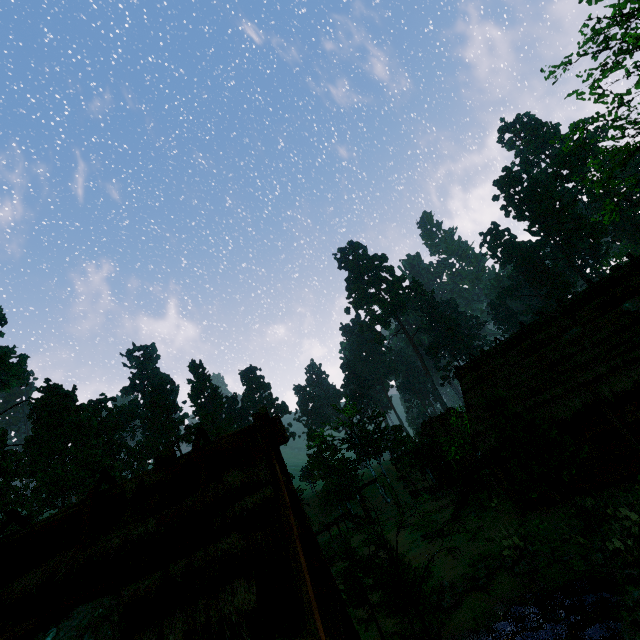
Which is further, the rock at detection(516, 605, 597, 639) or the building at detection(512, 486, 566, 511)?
the building at detection(512, 486, 566, 511)

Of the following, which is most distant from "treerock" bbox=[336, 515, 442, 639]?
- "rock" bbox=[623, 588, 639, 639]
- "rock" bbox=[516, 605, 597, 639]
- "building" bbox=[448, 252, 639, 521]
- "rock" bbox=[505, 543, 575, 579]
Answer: "rock" bbox=[623, 588, 639, 639]

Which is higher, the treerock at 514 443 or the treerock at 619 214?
the treerock at 619 214

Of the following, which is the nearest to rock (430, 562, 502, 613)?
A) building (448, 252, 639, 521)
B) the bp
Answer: building (448, 252, 639, 521)

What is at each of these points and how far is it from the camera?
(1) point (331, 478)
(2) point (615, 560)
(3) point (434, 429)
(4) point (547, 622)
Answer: (1) treerock, 48.66m
(2) rock, 10.82m
(3) building, 33.97m
(4) rock, 10.63m

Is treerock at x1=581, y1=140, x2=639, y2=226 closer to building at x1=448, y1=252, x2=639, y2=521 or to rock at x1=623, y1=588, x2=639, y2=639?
building at x1=448, y1=252, x2=639, y2=521

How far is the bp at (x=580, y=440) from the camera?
14.4 meters

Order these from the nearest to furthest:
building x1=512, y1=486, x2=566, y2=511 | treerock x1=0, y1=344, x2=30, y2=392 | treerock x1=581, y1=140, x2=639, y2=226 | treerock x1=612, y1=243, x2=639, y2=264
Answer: treerock x1=581, y1=140, x2=639, y2=226
building x1=512, y1=486, x2=566, y2=511
treerock x1=0, y1=344, x2=30, y2=392
treerock x1=612, y1=243, x2=639, y2=264
